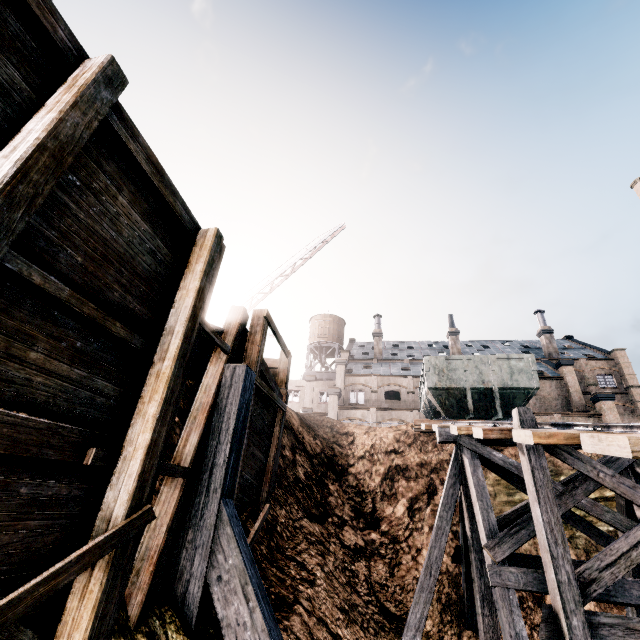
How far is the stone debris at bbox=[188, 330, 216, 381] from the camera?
7.6 meters

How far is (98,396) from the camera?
4.3 meters

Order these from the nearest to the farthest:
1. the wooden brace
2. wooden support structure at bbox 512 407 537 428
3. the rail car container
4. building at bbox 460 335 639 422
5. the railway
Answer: the railway, the wooden brace, wooden support structure at bbox 512 407 537 428, the rail car container, building at bbox 460 335 639 422

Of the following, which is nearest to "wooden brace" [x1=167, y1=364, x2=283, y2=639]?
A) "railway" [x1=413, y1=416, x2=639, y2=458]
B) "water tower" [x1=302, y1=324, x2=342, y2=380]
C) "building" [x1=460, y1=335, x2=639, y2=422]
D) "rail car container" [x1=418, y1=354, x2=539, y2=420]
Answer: "railway" [x1=413, y1=416, x2=639, y2=458]

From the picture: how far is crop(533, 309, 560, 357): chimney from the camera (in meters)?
44.06

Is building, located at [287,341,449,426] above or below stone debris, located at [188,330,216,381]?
above

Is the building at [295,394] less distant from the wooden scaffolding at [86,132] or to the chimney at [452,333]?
the chimney at [452,333]

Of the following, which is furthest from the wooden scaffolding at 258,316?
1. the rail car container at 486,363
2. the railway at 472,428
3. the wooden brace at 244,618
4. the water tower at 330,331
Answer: the water tower at 330,331
